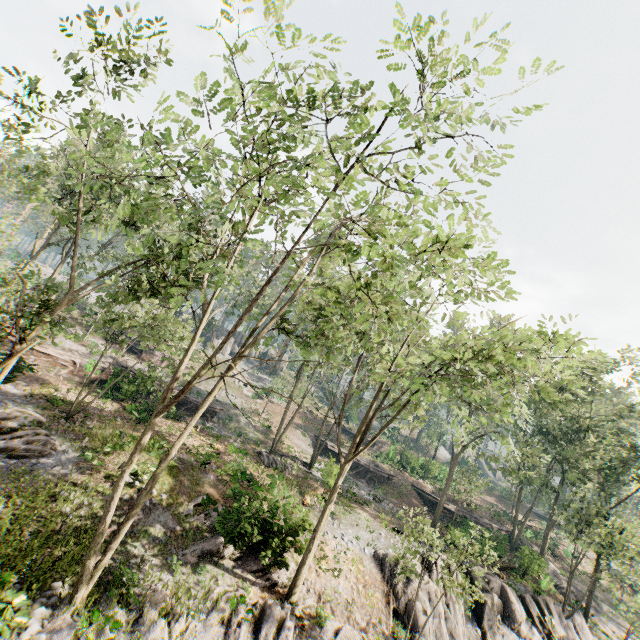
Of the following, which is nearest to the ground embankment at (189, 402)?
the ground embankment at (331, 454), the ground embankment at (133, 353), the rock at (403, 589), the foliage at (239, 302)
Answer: the ground embankment at (331, 454)

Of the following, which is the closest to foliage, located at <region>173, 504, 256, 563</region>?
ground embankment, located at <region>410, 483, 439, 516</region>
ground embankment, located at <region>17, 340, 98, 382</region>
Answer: ground embankment, located at <region>410, 483, 439, 516</region>

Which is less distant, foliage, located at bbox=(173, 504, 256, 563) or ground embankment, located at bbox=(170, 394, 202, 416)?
foliage, located at bbox=(173, 504, 256, 563)

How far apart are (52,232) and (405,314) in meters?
34.8

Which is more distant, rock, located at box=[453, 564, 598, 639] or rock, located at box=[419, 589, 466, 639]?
rock, located at box=[453, 564, 598, 639]

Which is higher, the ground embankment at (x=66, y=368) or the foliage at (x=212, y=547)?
the ground embankment at (x=66, y=368)

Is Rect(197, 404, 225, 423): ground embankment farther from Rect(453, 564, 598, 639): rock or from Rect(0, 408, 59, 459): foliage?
Rect(453, 564, 598, 639): rock

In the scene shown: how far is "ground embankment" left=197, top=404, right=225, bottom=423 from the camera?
31.83m
